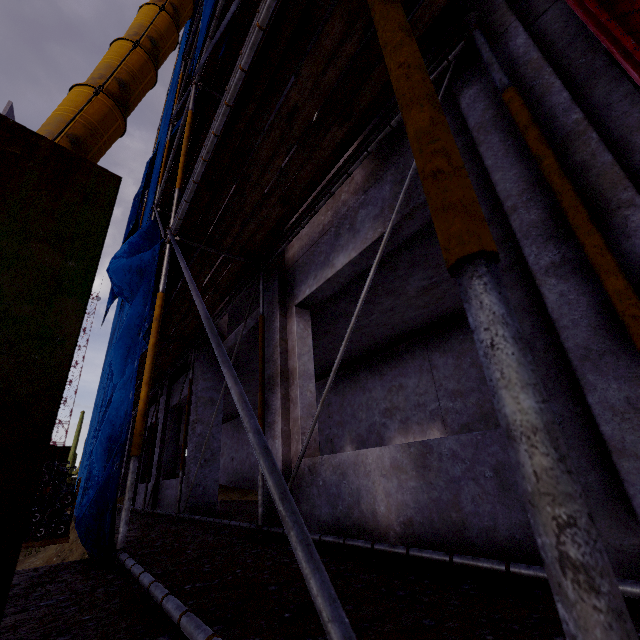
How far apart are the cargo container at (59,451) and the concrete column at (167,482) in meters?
29.9 m

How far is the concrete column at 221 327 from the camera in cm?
873

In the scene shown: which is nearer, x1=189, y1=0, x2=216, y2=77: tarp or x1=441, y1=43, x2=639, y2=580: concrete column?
x1=441, y1=43, x2=639, y2=580: concrete column

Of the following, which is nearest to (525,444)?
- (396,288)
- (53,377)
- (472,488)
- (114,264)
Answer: (53,377)

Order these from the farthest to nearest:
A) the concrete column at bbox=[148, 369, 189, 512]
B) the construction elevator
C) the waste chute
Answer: the concrete column at bbox=[148, 369, 189, 512] < the waste chute < the construction elevator

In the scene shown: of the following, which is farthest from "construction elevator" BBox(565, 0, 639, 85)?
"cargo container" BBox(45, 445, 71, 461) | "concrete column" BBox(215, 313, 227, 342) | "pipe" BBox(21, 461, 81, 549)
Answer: "cargo container" BBox(45, 445, 71, 461)

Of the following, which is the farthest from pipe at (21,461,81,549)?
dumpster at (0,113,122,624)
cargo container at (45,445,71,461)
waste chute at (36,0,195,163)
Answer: cargo container at (45,445,71,461)
